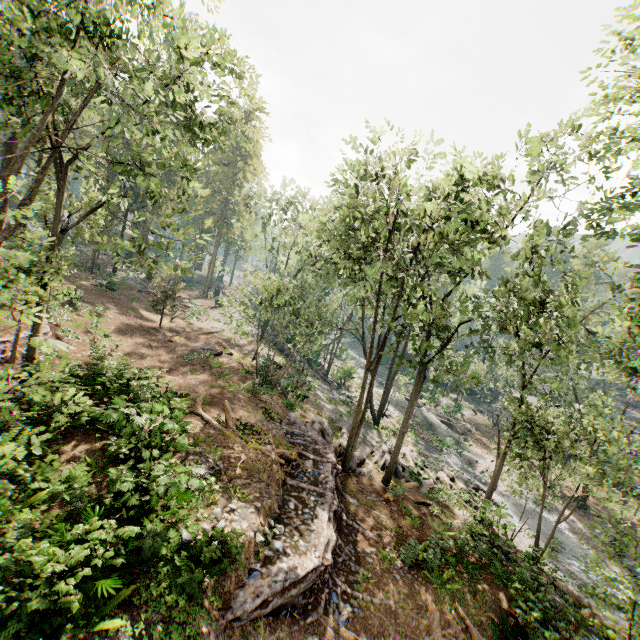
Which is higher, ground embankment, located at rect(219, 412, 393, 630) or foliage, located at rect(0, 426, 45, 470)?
foliage, located at rect(0, 426, 45, 470)

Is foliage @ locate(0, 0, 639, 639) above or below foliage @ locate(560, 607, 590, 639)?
above

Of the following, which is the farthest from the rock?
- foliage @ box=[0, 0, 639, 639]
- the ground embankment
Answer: the ground embankment

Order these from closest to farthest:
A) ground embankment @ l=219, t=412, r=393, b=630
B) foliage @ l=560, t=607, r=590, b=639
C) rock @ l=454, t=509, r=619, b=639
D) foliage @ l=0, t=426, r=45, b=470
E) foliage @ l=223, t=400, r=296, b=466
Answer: foliage @ l=0, t=426, r=45, b=470 < ground embankment @ l=219, t=412, r=393, b=630 < foliage @ l=560, t=607, r=590, b=639 < rock @ l=454, t=509, r=619, b=639 < foliage @ l=223, t=400, r=296, b=466

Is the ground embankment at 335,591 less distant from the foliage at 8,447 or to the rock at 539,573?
the foliage at 8,447

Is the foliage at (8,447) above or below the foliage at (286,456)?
above

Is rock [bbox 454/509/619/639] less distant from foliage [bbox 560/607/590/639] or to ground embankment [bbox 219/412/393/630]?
foliage [bbox 560/607/590/639]

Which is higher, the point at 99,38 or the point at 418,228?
the point at 99,38
